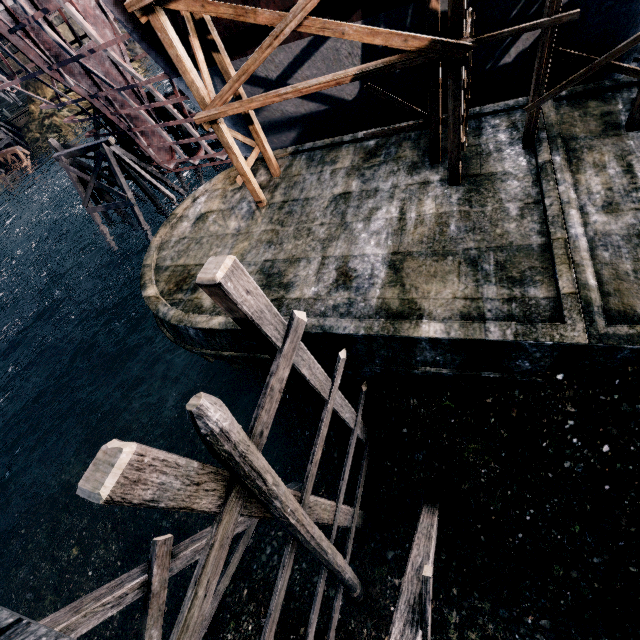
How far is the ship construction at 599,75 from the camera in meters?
12.5

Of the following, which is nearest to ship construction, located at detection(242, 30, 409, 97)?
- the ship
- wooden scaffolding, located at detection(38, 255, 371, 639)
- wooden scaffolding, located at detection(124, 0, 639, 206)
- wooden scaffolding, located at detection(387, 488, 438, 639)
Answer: wooden scaffolding, located at detection(124, 0, 639, 206)

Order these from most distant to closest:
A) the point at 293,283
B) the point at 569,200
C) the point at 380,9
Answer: the point at 293,283 < the point at 380,9 < the point at 569,200

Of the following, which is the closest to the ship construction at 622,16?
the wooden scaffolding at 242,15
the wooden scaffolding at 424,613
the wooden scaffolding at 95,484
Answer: the wooden scaffolding at 242,15

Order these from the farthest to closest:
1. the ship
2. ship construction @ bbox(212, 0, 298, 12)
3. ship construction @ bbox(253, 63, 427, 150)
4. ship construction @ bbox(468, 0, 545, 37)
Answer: ship construction @ bbox(253, 63, 427, 150) < ship construction @ bbox(212, 0, 298, 12) < ship construction @ bbox(468, 0, 545, 37) < the ship

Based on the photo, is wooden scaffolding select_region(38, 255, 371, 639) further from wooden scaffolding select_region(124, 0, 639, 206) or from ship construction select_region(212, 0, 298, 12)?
ship construction select_region(212, 0, 298, 12)

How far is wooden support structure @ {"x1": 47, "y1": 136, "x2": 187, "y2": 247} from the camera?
21.7 meters

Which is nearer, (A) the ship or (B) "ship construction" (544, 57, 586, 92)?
(A) the ship
